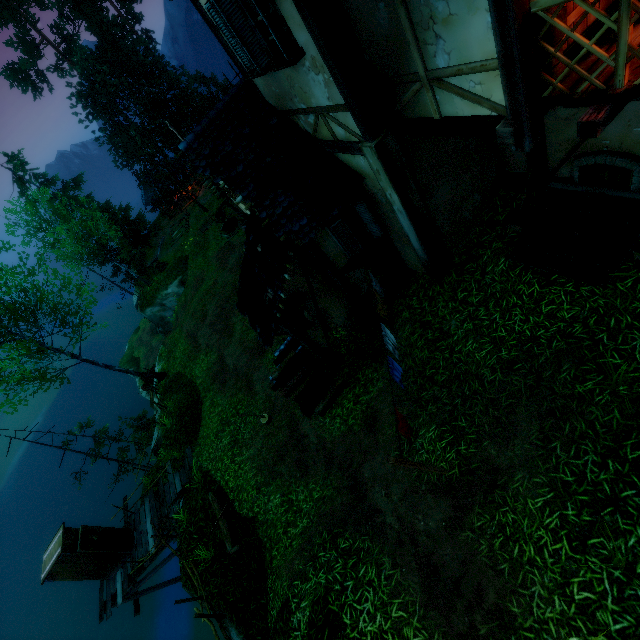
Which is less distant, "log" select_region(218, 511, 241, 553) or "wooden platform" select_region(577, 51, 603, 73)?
"wooden platform" select_region(577, 51, 603, 73)

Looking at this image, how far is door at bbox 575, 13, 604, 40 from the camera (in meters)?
3.49

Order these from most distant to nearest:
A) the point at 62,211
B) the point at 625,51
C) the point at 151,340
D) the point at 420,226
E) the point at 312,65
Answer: the point at 151,340, the point at 62,211, the point at 420,226, the point at 312,65, the point at 625,51

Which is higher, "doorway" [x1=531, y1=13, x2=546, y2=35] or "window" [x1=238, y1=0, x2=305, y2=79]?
"window" [x1=238, y1=0, x2=305, y2=79]

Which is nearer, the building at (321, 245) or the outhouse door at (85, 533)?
the building at (321, 245)

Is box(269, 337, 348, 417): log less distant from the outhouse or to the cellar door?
the cellar door

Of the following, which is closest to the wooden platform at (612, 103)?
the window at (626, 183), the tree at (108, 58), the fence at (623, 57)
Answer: the fence at (623, 57)

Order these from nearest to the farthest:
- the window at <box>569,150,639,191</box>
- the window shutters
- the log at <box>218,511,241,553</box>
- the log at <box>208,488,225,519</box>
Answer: the window at <box>569,150,639,191</box>, the window shutters, the log at <box>218,511,241,553</box>, the log at <box>208,488,225,519</box>
